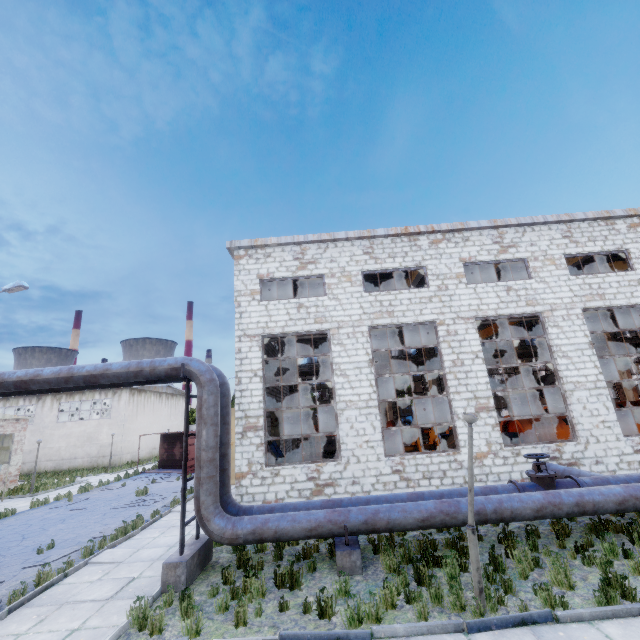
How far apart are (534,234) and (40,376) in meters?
19.0

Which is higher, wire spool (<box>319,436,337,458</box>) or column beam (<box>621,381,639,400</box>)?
column beam (<box>621,381,639,400</box>)

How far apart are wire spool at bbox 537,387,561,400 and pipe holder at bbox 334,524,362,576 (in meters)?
15.58

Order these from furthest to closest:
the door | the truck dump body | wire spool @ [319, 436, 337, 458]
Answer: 1. the truck dump body
2. wire spool @ [319, 436, 337, 458]
3. the door

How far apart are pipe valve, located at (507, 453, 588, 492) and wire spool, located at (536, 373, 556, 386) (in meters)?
11.11

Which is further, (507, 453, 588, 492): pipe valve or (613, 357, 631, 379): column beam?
(613, 357, 631, 379): column beam

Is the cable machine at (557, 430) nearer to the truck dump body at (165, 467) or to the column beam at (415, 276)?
the column beam at (415, 276)

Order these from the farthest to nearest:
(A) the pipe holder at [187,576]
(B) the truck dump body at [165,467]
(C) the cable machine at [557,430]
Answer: (B) the truck dump body at [165,467] → (C) the cable machine at [557,430] → (A) the pipe holder at [187,576]
